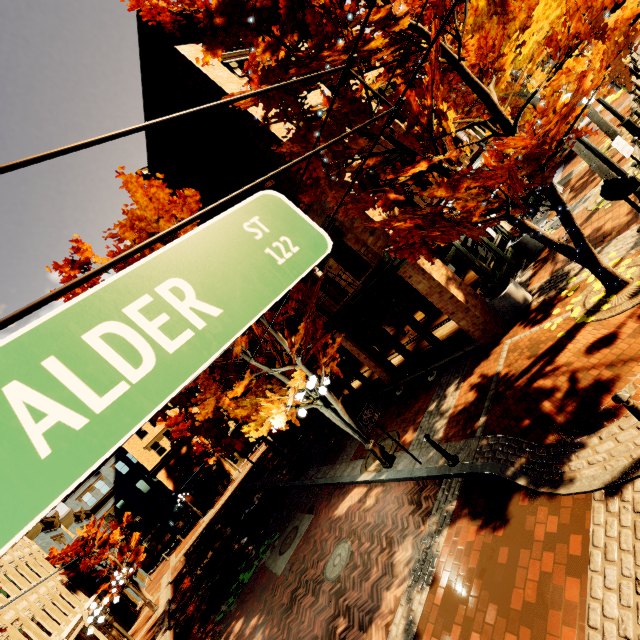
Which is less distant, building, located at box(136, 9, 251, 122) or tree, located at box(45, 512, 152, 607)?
building, located at box(136, 9, 251, 122)

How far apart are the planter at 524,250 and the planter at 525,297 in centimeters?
272cm

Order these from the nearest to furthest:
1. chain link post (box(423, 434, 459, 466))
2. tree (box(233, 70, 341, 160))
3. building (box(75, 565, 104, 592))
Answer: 1. tree (box(233, 70, 341, 160))
2. chain link post (box(423, 434, 459, 466))
3. building (box(75, 565, 104, 592))

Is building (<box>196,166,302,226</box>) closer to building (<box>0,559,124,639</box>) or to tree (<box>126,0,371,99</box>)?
tree (<box>126,0,371,99</box>)

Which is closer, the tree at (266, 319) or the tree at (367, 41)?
the tree at (367, 41)

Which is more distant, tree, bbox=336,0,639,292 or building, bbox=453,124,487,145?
building, bbox=453,124,487,145

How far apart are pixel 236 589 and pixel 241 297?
15.79m

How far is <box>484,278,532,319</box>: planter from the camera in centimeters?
916cm
